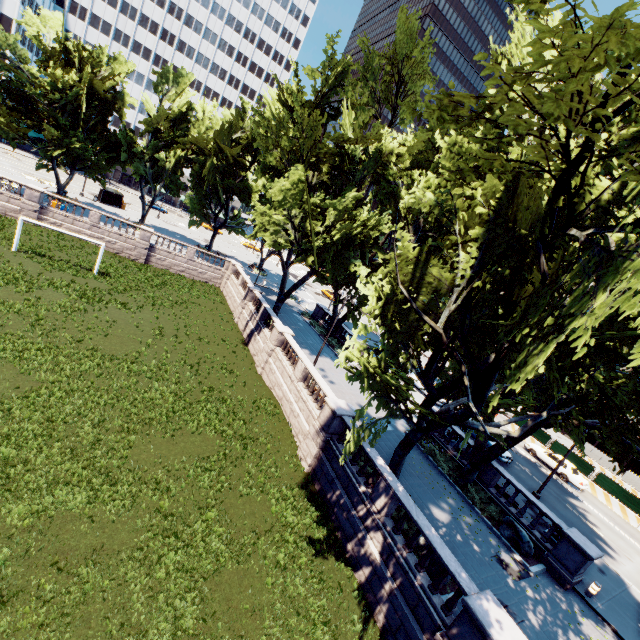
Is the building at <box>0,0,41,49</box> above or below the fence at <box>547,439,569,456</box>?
above

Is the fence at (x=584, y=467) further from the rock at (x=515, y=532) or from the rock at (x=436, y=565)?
the rock at (x=436, y=565)

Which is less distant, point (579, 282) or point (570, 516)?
point (579, 282)

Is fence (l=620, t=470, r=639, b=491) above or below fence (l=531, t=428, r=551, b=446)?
above

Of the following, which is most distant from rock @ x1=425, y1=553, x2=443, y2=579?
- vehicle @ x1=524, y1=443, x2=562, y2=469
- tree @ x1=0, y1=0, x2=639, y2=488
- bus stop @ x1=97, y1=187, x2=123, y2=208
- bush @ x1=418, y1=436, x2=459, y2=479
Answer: bus stop @ x1=97, y1=187, x2=123, y2=208

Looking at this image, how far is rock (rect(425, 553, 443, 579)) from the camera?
12.12m

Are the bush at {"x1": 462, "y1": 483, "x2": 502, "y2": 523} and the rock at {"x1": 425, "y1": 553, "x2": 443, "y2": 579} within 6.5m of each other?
yes

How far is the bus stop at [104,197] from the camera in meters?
49.2
